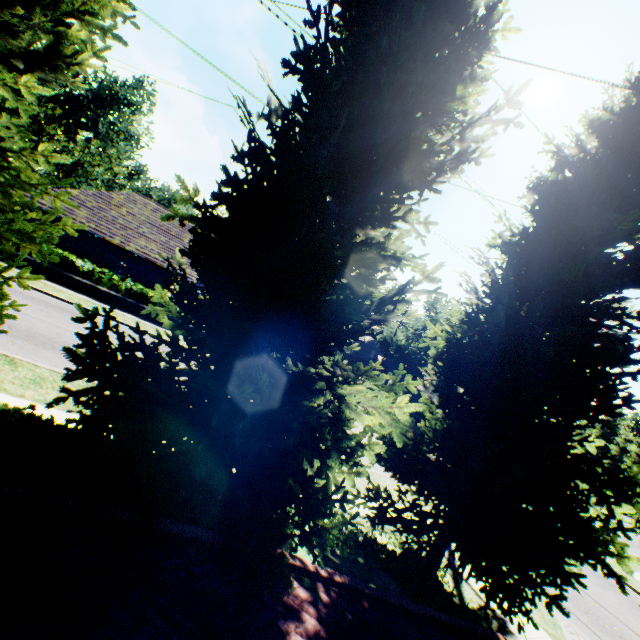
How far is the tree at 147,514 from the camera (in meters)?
3.08

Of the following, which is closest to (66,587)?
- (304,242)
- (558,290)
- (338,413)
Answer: A: (338,413)

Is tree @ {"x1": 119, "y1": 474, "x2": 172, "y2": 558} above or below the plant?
below

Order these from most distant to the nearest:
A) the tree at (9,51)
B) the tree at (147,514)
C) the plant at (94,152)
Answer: the plant at (94,152) < the tree at (9,51) < the tree at (147,514)

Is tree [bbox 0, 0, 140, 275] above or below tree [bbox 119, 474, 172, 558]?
above

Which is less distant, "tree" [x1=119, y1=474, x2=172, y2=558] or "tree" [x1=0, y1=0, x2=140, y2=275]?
"tree" [x1=119, y1=474, x2=172, y2=558]

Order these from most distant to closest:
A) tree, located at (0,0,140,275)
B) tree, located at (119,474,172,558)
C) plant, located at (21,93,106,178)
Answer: plant, located at (21,93,106,178) → tree, located at (0,0,140,275) → tree, located at (119,474,172,558)
